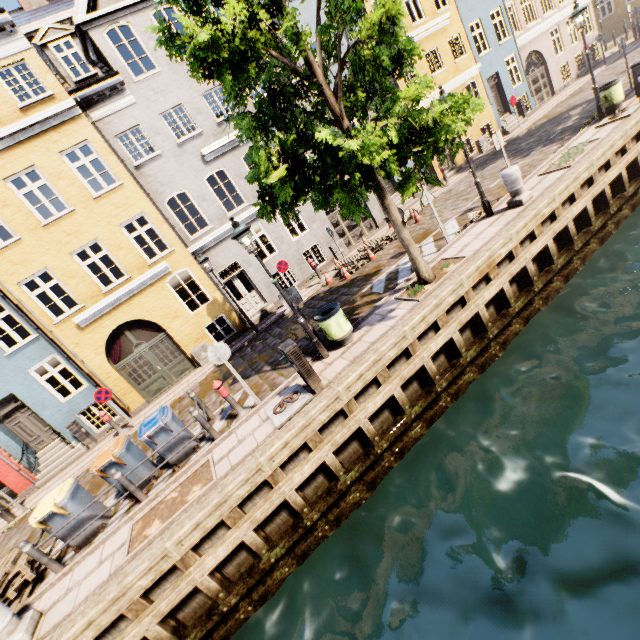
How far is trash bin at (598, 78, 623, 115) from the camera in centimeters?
1155cm

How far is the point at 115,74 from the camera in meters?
12.1

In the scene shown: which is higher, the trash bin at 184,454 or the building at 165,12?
the building at 165,12

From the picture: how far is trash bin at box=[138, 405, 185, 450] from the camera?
7.3 meters

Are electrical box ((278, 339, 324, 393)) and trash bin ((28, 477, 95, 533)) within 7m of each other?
yes

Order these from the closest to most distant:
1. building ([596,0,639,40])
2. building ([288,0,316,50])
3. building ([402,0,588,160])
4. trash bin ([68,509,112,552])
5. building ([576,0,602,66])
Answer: trash bin ([68,509,112,552]) < building ([288,0,316,50]) < building ([402,0,588,160]) < building ([576,0,602,66]) < building ([596,0,639,40])

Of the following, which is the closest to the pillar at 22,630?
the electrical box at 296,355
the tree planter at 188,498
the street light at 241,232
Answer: the tree planter at 188,498

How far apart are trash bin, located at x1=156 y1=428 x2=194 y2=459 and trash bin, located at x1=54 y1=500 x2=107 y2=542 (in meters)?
1.65
